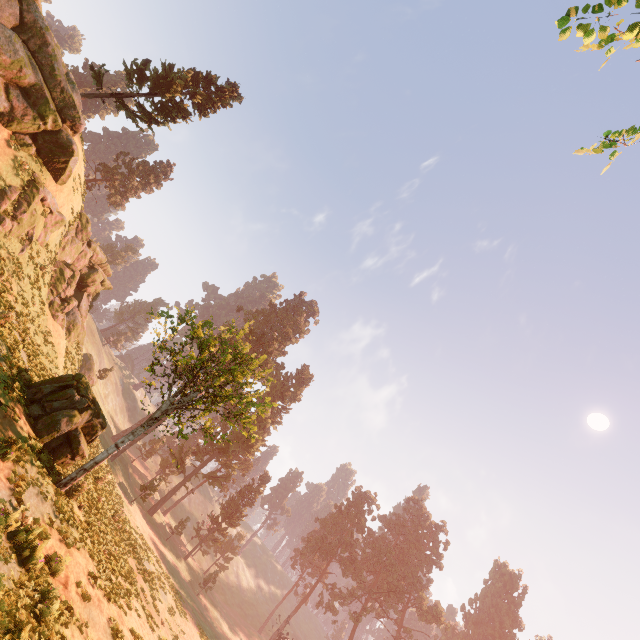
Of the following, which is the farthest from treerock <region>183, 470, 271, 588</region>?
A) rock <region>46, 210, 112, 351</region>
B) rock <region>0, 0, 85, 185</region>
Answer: rock <region>46, 210, 112, 351</region>

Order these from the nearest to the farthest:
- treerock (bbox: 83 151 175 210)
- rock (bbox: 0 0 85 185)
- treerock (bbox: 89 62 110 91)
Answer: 1. rock (bbox: 0 0 85 185)
2. treerock (bbox: 89 62 110 91)
3. treerock (bbox: 83 151 175 210)

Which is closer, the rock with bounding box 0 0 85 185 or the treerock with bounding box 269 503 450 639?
the rock with bounding box 0 0 85 185

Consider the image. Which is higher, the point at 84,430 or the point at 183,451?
the point at 183,451

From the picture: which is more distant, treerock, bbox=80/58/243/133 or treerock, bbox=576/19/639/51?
treerock, bbox=80/58/243/133

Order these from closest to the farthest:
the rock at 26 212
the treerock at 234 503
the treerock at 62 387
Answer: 1. the treerock at 62 387
2. the rock at 26 212
3. the treerock at 234 503

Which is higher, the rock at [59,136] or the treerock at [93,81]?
the treerock at [93,81]
